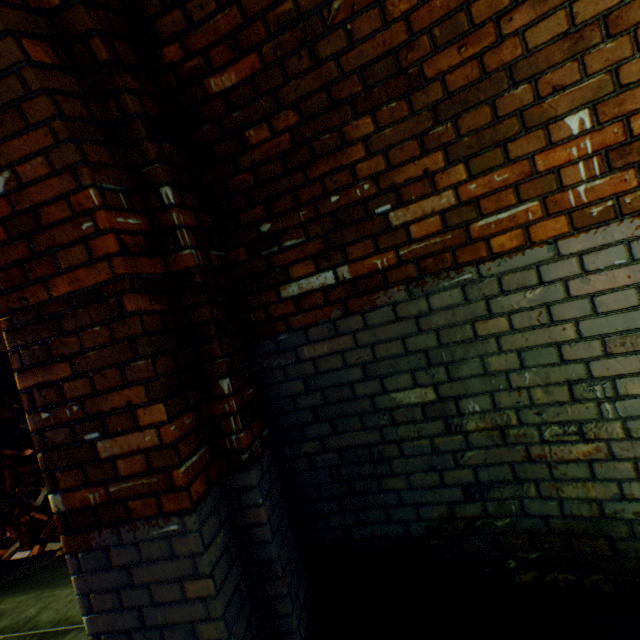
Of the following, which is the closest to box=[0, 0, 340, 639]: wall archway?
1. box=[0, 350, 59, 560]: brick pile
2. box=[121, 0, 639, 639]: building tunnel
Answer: box=[121, 0, 639, 639]: building tunnel

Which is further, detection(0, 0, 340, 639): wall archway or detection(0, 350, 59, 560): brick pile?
detection(0, 350, 59, 560): brick pile

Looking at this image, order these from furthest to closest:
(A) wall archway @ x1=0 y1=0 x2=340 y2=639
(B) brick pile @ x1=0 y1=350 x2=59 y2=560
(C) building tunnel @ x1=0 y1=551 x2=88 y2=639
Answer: (B) brick pile @ x1=0 y1=350 x2=59 y2=560
(C) building tunnel @ x1=0 y1=551 x2=88 y2=639
(A) wall archway @ x1=0 y1=0 x2=340 y2=639

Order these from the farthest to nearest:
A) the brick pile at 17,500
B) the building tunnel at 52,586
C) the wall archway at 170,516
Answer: the brick pile at 17,500 → the building tunnel at 52,586 → the wall archway at 170,516

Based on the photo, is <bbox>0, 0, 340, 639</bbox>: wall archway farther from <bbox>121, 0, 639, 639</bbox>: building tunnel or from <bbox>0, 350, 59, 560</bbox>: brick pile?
<bbox>0, 350, 59, 560</bbox>: brick pile

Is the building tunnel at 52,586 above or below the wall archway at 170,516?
below

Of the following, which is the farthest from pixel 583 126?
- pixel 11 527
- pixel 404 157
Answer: pixel 11 527
